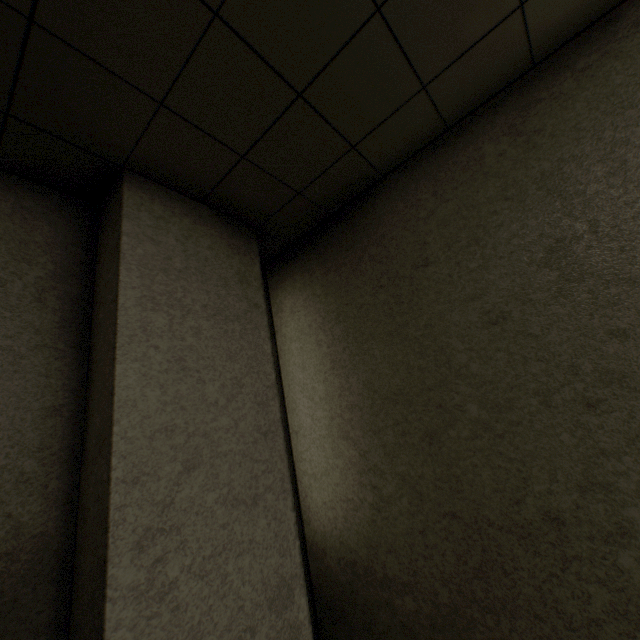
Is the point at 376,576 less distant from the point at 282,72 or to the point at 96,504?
the point at 96,504
